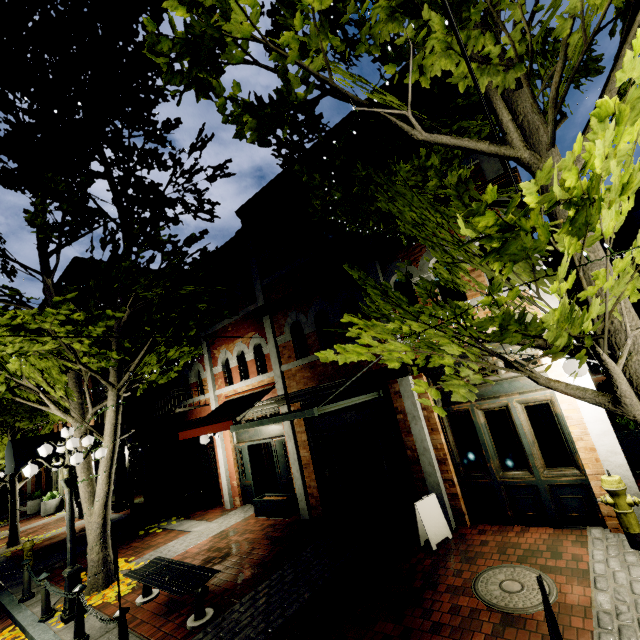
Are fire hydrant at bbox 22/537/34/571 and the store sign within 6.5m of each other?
no

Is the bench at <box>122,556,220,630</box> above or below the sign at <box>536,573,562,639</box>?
below

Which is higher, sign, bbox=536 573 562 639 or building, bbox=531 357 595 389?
building, bbox=531 357 595 389

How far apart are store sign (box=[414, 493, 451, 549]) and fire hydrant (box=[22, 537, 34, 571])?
11.13m

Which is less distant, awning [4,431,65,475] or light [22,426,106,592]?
light [22,426,106,592]

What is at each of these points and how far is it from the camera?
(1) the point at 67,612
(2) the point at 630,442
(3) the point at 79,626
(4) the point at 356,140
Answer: (1) light, 6.3m
(2) planter, 6.9m
(3) post, 5.4m
(4) building, 8.4m

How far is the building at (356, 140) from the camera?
7.95m

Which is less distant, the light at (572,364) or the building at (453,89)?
the light at (572,364)
